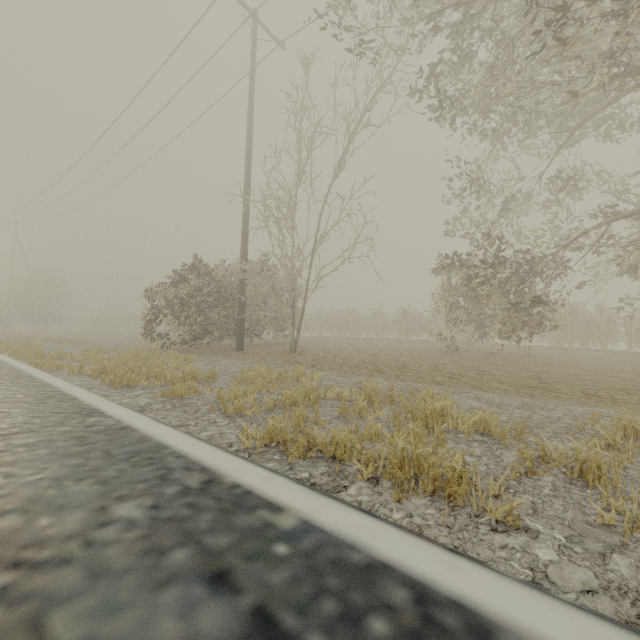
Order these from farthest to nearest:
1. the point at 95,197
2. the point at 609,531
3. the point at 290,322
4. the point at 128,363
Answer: the point at 95,197, the point at 290,322, the point at 128,363, the point at 609,531
